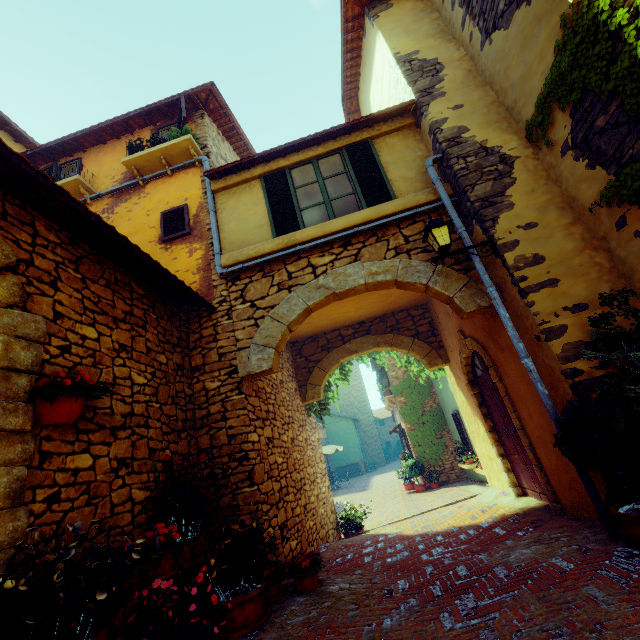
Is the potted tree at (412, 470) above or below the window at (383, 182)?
below

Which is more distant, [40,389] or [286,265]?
[286,265]

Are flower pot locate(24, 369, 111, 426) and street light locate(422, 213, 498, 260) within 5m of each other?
yes

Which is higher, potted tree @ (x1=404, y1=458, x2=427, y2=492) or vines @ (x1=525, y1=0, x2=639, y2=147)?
vines @ (x1=525, y1=0, x2=639, y2=147)

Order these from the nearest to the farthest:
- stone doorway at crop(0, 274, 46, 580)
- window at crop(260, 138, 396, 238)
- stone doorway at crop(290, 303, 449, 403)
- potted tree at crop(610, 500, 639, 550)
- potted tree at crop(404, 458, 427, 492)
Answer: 1. stone doorway at crop(0, 274, 46, 580)
2. potted tree at crop(610, 500, 639, 550)
3. window at crop(260, 138, 396, 238)
4. stone doorway at crop(290, 303, 449, 403)
5. potted tree at crop(404, 458, 427, 492)

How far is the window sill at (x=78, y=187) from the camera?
6.5 meters

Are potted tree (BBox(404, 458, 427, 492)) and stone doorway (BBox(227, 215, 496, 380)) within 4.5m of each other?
no

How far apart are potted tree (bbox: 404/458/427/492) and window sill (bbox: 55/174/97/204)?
14.19m
